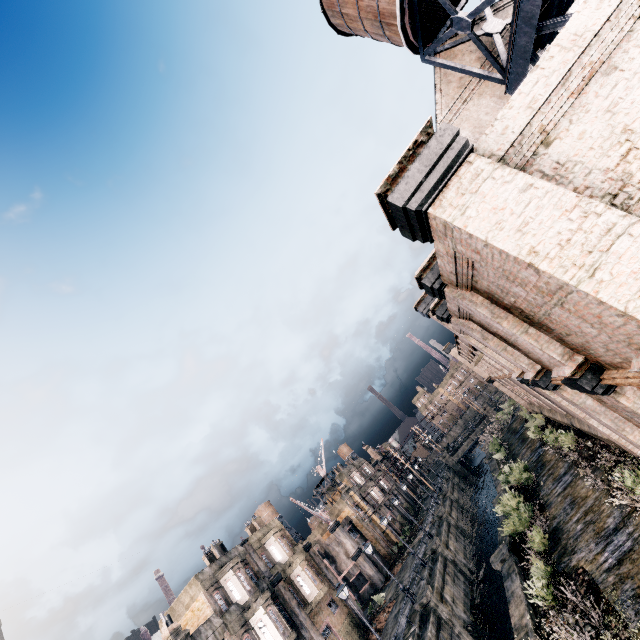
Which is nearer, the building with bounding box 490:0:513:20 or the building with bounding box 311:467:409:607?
the building with bounding box 490:0:513:20

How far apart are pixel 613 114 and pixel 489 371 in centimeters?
3165cm

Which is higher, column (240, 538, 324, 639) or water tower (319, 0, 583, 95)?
water tower (319, 0, 583, 95)

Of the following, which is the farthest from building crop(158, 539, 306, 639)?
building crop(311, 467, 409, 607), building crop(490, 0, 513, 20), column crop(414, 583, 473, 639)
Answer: building crop(490, 0, 513, 20)

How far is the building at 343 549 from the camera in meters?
43.0 m

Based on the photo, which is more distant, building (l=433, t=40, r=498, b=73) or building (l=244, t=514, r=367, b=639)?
building (l=244, t=514, r=367, b=639)

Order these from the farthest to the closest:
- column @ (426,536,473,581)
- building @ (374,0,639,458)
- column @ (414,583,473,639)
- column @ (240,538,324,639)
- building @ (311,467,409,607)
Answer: building @ (311,467,409,607) → column @ (426,536,473,581) → column @ (240,538,324,639) → column @ (414,583,473,639) → building @ (374,0,639,458)

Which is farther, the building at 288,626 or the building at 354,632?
the building at 354,632
